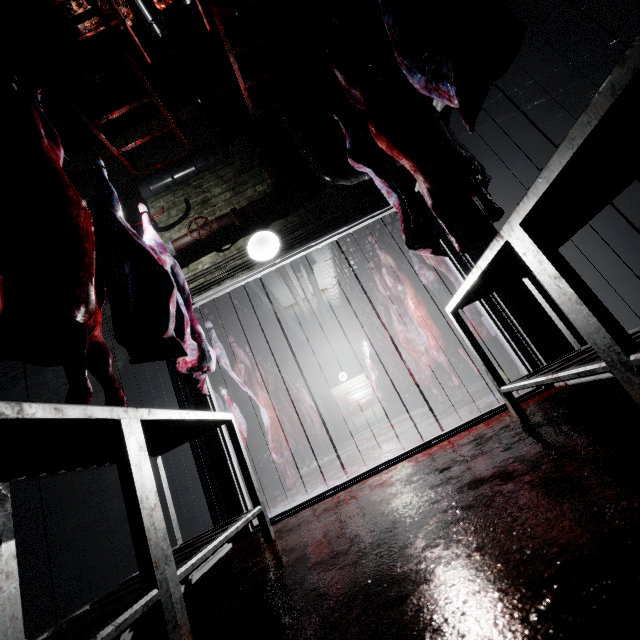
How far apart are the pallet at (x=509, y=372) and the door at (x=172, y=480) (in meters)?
2.82

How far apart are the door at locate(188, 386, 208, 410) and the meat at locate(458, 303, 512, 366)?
1.92m

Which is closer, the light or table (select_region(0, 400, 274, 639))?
table (select_region(0, 400, 274, 639))

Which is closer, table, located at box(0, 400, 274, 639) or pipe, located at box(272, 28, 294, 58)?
table, located at box(0, 400, 274, 639)

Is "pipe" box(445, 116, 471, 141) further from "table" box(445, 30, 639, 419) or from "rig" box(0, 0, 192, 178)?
"table" box(445, 30, 639, 419)

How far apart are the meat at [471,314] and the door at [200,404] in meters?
1.9

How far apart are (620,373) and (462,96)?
1.1 meters

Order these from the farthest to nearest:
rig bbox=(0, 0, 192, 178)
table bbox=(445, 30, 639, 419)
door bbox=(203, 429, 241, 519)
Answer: door bbox=(203, 429, 241, 519), rig bbox=(0, 0, 192, 178), table bbox=(445, 30, 639, 419)
